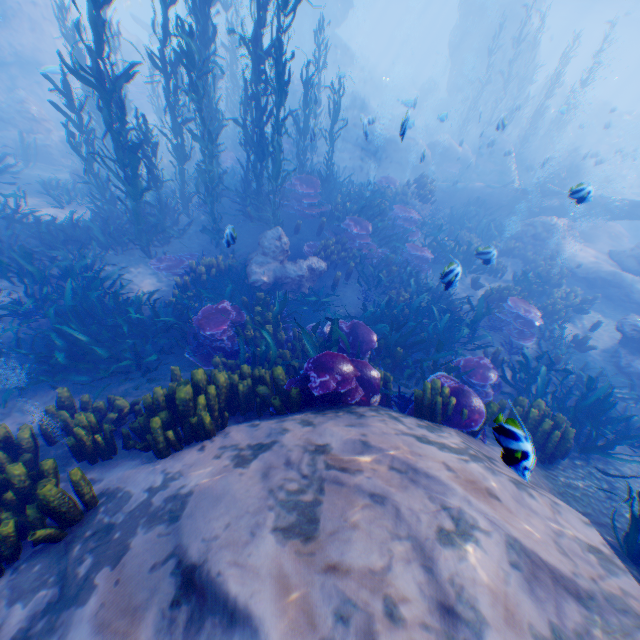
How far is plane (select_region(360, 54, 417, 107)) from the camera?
40.22m

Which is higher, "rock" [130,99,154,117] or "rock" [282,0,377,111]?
"rock" [282,0,377,111]

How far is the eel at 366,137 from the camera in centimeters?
1775cm

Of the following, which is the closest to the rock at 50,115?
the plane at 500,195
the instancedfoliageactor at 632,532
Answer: the plane at 500,195

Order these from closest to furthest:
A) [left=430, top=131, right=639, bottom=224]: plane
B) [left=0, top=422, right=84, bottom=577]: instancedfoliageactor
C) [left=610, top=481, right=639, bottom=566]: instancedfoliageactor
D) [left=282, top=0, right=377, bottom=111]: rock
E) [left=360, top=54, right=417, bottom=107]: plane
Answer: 1. [left=0, top=422, right=84, bottom=577]: instancedfoliageactor
2. [left=610, top=481, right=639, bottom=566]: instancedfoliageactor
3. [left=430, top=131, right=639, bottom=224]: plane
4. [left=282, top=0, right=377, bottom=111]: rock
5. [left=360, top=54, right=417, bottom=107]: plane

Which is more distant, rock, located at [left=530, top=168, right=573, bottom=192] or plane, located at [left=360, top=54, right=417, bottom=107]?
plane, located at [left=360, top=54, right=417, bottom=107]

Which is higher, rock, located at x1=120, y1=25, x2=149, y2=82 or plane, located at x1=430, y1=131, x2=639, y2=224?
rock, located at x1=120, y1=25, x2=149, y2=82

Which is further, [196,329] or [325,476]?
[196,329]
